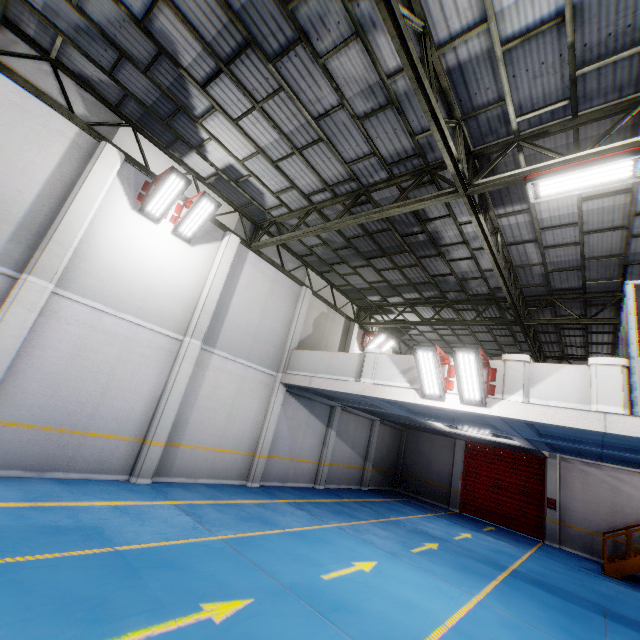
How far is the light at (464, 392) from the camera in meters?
7.7

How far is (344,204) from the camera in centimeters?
1001cm

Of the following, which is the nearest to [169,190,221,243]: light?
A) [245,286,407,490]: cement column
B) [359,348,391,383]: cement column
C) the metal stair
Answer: [245,286,407,490]: cement column

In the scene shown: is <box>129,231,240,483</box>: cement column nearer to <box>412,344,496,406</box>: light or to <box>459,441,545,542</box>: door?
<box>412,344,496,406</box>: light

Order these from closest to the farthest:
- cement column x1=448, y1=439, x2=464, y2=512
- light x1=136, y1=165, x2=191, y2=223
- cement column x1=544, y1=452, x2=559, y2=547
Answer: light x1=136, y1=165, x2=191, y2=223 < cement column x1=544, y1=452, x2=559, y2=547 < cement column x1=448, y1=439, x2=464, y2=512

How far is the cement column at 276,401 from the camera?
11.8 meters

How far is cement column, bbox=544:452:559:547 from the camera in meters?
14.9 m

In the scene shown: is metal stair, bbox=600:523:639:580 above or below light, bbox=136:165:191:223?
below
